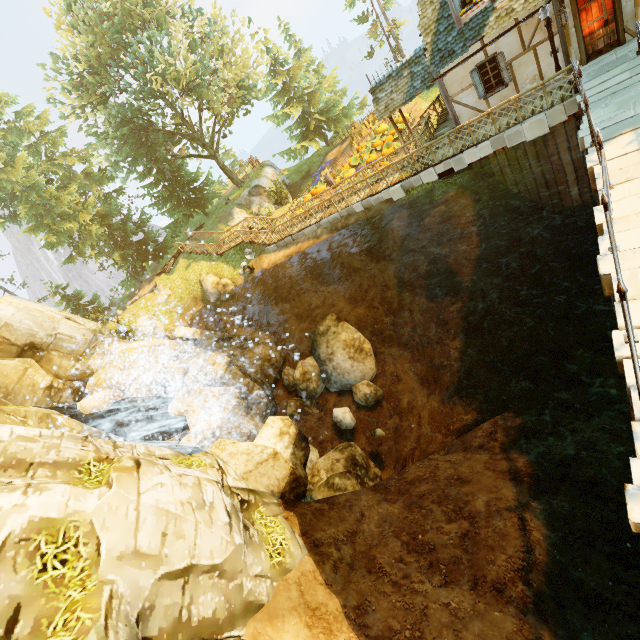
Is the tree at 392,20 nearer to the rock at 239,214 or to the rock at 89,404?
the rock at 239,214

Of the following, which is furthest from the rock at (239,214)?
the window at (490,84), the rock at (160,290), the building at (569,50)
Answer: the window at (490,84)

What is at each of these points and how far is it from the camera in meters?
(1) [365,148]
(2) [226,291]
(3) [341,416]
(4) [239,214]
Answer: (1) pumpkin, 25.5 m
(2) rock, 25.1 m
(3) rock, 15.5 m
(4) rock, 28.2 m

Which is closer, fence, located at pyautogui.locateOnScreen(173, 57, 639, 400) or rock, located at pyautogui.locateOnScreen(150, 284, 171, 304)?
fence, located at pyautogui.locateOnScreen(173, 57, 639, 400)

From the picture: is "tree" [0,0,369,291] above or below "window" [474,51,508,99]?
above

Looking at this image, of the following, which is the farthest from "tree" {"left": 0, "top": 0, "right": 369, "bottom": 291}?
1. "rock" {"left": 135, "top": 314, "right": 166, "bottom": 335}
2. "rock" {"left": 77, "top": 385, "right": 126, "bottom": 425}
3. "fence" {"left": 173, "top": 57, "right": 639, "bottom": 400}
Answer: "rock" {"left": 77, "top": 385, "right": 126, "bottom": 425}

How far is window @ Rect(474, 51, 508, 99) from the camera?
12.7 meters

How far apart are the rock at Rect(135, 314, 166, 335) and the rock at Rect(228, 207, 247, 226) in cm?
992
